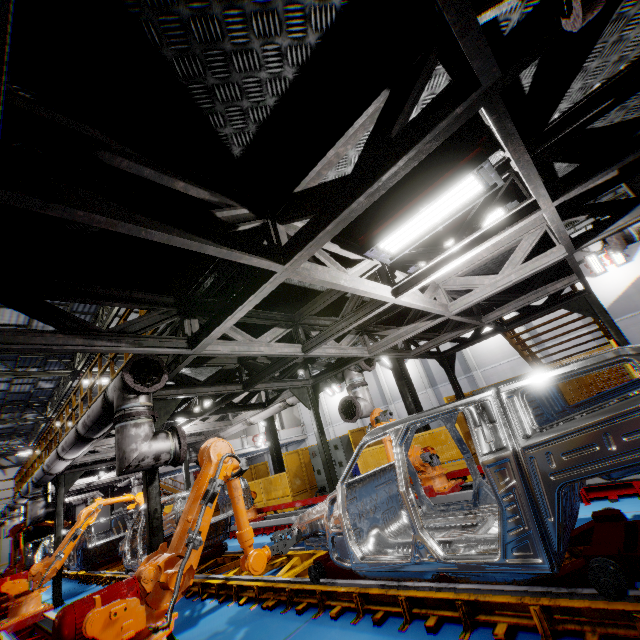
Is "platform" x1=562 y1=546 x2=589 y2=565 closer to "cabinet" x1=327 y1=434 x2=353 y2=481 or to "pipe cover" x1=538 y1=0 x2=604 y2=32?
"pipe cover" x1=538 y1=0 x2=604 y2=32

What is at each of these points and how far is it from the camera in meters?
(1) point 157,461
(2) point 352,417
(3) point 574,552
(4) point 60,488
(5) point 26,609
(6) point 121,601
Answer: (1) vent pipe, 4.5 m
(2) pipe cover, 7.2 m
(3) platform, 3.3 m
(4) metal pole, 9.9 m
(5) robot arm, 6.6 m
(6) robot arm, 2.6 m

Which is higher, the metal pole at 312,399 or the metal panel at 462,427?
the metal pole at 312,399

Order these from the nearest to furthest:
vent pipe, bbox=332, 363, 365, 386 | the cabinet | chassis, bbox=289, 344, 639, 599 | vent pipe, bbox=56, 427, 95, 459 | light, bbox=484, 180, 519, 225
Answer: chassis, bbox=289, 344, 639, 599
light, bbox=484, 180, 519, 225
vent pipe, bbox=56, 427, 95, 459
vent pipe, bbox=332, 363, 365, 386
the cabinet

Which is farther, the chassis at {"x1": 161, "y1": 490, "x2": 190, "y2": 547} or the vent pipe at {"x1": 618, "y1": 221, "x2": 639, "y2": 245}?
the chassis at {"x1": 161, "y1": 490, "x2": 190, "y2": 547}

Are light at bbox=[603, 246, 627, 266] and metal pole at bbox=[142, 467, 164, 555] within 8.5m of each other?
no

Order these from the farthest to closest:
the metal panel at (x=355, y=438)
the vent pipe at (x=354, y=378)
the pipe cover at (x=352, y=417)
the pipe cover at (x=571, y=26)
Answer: the metal panel at (x=355, y=438), the vent pipe at (x=354, y=378), the pipe cover at (x=352, y=417), the pipe cover at (x=571, y=26)

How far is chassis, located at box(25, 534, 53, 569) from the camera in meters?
16.2 m
